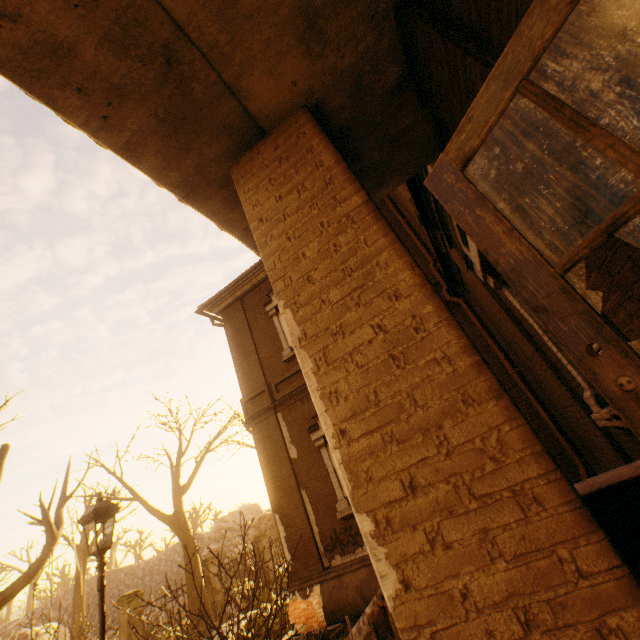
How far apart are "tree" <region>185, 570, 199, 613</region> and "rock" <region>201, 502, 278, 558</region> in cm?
3568

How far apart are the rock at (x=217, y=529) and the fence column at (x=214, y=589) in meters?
33.1 m

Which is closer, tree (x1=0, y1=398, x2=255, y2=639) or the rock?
tree (x1=0, y1=398, x2=255, y2=639)

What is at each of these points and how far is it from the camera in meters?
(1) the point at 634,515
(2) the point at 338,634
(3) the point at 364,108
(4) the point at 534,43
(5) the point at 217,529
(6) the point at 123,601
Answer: (1) stairs, 1.6
(2) instancedfoliageactor, 7.0
(3) awning, 2.6
(4) door, 0.9
(5) rock, 45.8
(6) fence column, 12.1

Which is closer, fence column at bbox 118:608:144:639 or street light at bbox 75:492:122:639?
street light at bbox 75:492:122:639

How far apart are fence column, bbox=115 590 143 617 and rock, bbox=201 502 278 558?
36.3 meters

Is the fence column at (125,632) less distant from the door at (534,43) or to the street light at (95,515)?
the street light at (95,515)

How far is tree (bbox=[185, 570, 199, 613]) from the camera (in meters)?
12.73
